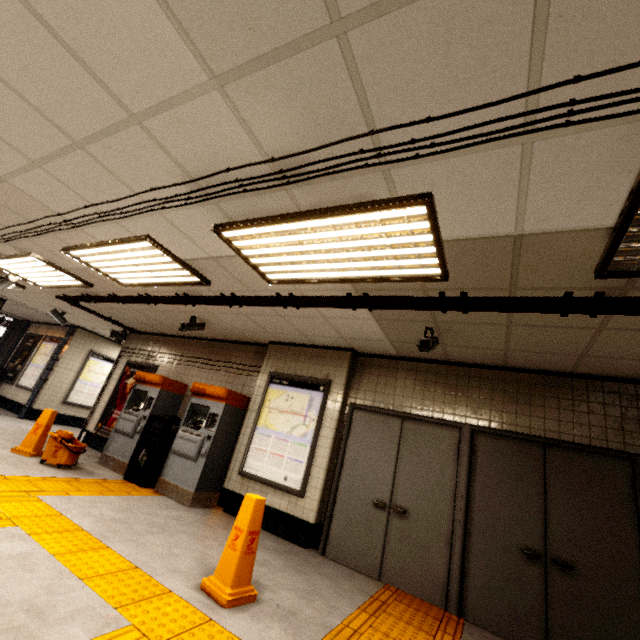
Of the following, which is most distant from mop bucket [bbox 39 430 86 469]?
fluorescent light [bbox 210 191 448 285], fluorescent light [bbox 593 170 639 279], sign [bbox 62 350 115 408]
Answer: fluorescent light [bbox 593 170 639 279]

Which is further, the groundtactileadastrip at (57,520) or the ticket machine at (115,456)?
the ticket machine at (115,456)

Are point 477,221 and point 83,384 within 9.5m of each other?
no

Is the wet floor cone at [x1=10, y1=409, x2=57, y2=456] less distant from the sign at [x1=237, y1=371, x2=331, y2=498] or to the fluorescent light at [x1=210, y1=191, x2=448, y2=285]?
the sign at [x1=237, y1=371, x2=331, y2=498]

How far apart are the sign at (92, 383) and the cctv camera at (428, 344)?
11.1 meters

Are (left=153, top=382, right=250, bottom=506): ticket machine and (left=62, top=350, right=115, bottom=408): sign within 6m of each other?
no

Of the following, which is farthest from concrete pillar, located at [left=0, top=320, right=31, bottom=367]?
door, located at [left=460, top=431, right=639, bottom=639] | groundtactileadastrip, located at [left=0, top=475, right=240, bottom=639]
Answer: door, located at [left=460, top=431, right=639, bottom=639]

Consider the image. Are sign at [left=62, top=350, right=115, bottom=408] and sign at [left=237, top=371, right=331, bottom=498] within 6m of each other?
no
